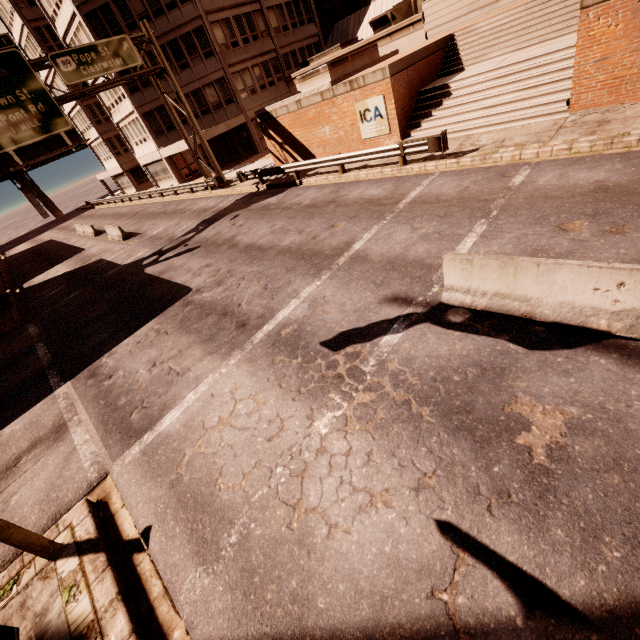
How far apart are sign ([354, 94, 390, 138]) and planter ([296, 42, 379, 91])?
2.6 meters

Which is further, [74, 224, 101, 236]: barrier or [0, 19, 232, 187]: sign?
[74, 224, 101, 236]: barrier

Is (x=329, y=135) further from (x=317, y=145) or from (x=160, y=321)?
(x=160, y=321)

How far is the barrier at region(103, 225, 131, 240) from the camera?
22.8 meters

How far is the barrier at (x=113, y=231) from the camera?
22.8 meters

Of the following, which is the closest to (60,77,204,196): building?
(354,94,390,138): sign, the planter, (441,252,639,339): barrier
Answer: the planter

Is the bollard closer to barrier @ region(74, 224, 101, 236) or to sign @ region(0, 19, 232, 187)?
sign @ region(0, 19, 232, 187)

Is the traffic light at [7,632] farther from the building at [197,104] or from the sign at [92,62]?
the building at [197,104]
